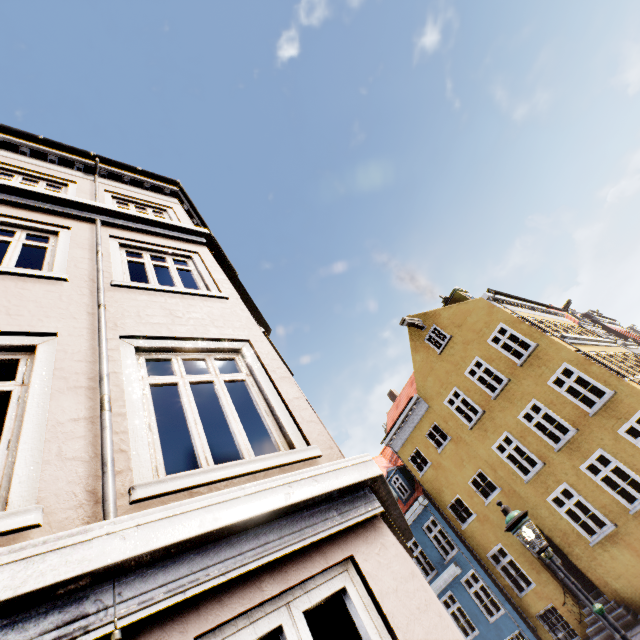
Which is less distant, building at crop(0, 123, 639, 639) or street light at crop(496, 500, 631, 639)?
building at crop(0, 123, 639, 639)

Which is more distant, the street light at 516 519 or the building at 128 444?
the street light at 516 519

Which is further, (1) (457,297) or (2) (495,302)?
(1) (457,297)
